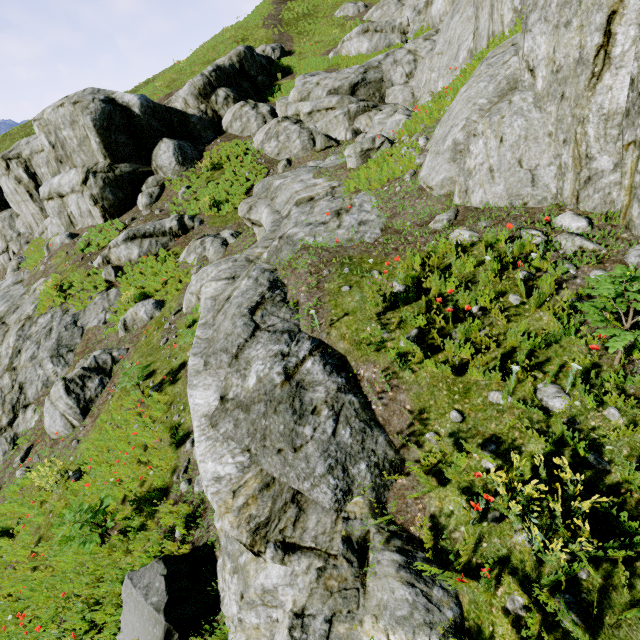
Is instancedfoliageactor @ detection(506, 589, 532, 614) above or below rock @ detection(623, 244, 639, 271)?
below

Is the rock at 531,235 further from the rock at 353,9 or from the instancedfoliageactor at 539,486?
the rock at 353,9

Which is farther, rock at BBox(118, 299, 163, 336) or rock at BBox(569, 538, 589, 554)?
rock at BBox(118, 299, 163, 336)

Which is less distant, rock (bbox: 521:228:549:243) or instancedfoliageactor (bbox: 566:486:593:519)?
instancedfoliageactor (bbox: 566:486:593:519)

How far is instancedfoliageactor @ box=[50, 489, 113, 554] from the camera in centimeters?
564cm

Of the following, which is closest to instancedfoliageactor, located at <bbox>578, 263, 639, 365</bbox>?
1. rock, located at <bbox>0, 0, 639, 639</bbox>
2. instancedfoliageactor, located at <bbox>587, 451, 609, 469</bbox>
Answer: rock, located at <bbox>0, 0, 639, 639</bbox>

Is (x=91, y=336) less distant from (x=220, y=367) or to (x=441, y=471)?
(x=220, y=367)

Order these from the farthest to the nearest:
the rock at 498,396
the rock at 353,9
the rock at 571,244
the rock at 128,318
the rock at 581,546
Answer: the rock at 353,9, the rock at 128,318, the rock at 571,244, the rock at 498,396, the rock at 581,546
